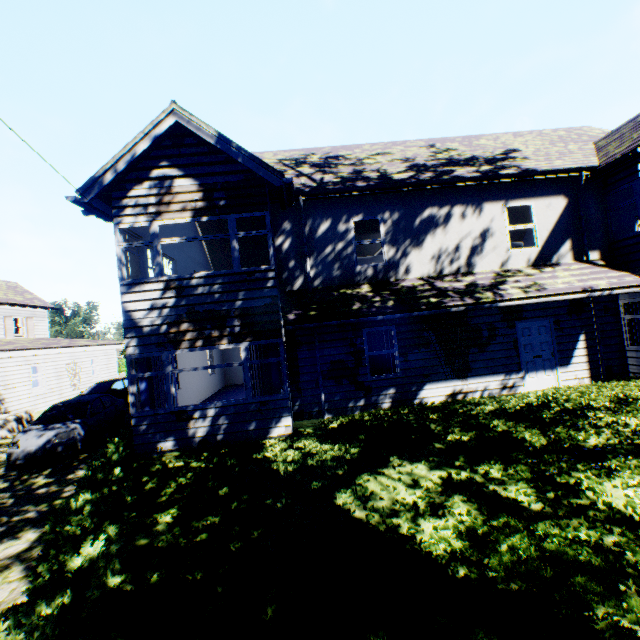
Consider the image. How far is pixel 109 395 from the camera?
13.16m

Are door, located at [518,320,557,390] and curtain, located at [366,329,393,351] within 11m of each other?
yes

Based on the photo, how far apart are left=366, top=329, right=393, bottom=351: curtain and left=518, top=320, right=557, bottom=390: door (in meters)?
3.81

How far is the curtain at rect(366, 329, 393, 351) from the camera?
10.22m

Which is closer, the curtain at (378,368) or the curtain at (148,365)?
the curtain at (148,365)

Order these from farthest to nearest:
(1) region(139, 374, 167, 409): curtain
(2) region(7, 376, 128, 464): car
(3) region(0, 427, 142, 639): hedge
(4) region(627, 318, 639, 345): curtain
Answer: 1. (4) region(627, 318, 639, 345): curtain
2. (2) region(7, 376, 128, 464): car
3. (1) region(139, 374, 167, 409): curtain
4. (3) region(0, 427, 142, 639): hedge

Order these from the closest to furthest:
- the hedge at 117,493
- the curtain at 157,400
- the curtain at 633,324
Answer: the hedge at 117,493, the curtain at 157,400, the curtain at 633,324
